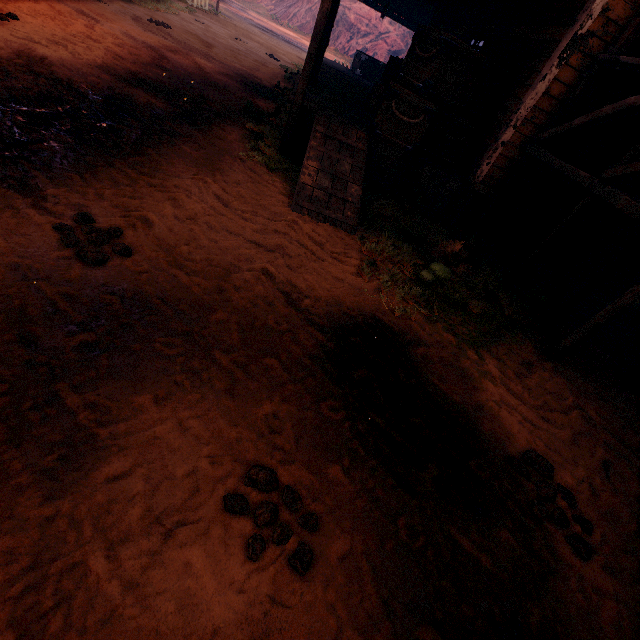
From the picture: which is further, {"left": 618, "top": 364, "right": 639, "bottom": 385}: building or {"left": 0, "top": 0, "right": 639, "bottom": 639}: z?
{"left": 618, "top": 364, "right": 639, "bottom": 385}: building

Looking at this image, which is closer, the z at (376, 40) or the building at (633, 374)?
the building at (633, 374)

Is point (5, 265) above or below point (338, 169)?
below

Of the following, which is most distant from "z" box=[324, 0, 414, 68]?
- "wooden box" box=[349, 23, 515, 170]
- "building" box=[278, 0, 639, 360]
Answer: "wooden box" box=[349, 23, 515, 170]

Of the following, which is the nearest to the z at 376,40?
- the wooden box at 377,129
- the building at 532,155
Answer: the building at 532,155

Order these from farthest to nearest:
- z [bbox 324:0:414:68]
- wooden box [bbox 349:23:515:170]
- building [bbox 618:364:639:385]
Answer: z [bbox 324:0:414:68], wooden box [bbox 349:23:515:170], building [bbox 618:364:639:385]

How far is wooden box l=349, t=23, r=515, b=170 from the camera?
5.59m
